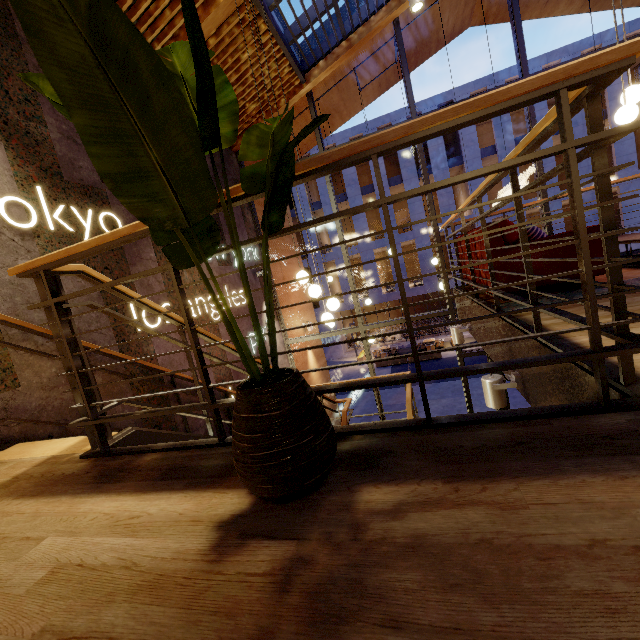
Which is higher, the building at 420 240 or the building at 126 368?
the building at 420 240

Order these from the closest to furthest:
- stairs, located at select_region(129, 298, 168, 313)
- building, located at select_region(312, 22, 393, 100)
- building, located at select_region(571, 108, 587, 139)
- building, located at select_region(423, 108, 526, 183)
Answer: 1. stairs, located at select_region(129, 298, 168, 313)
2. building, located at select_region(312, 22, 393, 100)
3. building, located at select_region(571, 108, 587, 139)
4. building, located at select_region(423, 108, 526, 183)

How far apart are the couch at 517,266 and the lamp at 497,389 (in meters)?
1.13

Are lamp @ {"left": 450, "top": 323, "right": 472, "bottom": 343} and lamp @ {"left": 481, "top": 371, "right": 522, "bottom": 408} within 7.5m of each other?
yes

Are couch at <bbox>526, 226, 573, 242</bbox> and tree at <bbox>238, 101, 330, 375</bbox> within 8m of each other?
yes

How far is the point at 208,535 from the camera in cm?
99

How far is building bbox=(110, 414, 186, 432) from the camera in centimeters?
359cm
